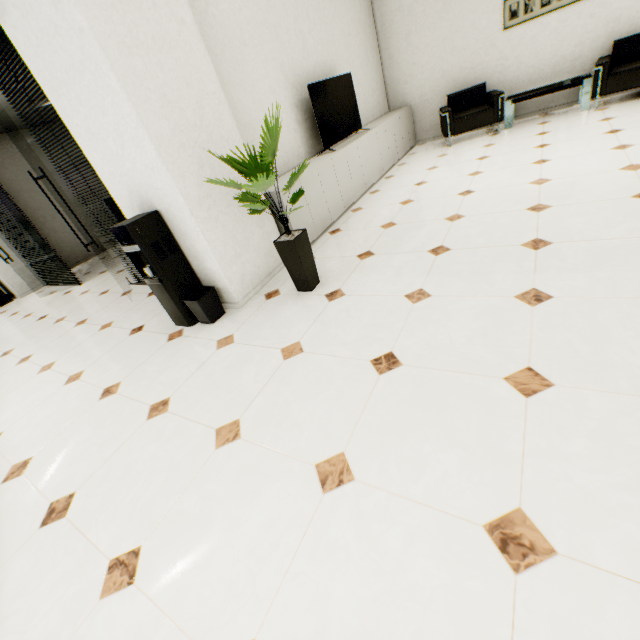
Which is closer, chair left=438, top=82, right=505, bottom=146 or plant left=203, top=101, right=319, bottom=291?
plant left=203, top=101, right=319, bottom=291

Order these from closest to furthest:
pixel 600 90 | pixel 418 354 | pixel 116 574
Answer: pixel 116 574 < pixel 418 354 < pixel 600 90

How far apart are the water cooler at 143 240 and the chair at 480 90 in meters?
5.5

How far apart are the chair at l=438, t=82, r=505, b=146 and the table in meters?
0.1

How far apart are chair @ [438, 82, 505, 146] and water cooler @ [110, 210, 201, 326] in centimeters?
553cm

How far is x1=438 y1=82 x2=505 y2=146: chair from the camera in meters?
5.7 m

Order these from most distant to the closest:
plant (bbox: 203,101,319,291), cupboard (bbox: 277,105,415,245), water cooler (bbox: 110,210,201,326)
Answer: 1. cupboard (bbox: 277,105,415,245)
2. water cooler (bbox: 110,210,201,326)
3. plant (bbox: 203,101,319,291)

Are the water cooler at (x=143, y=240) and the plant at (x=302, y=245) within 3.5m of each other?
yes
